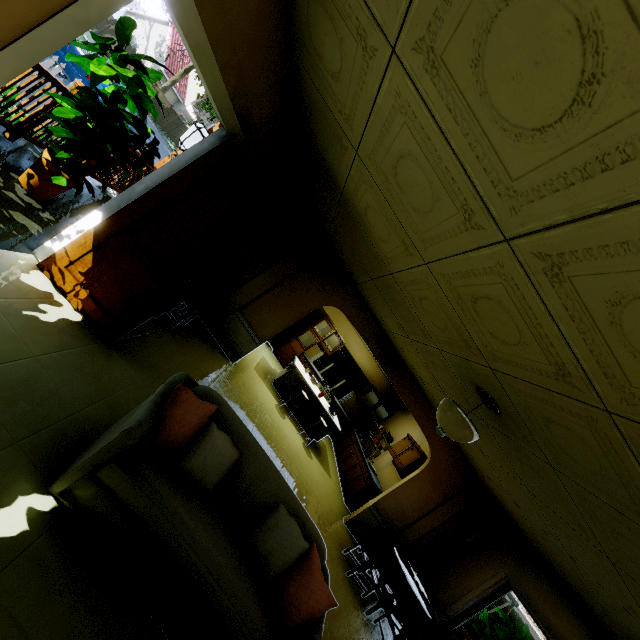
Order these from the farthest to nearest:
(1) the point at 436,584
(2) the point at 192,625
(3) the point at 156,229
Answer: (1) the point at 436,584, (3) the point at 156,229, (2) the point at 192,625

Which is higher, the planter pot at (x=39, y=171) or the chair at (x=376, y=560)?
the chair at (x=376, y=560)

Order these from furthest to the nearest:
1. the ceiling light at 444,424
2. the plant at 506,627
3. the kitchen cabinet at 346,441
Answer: the kitchen cabinet at 346,441 < the plant at 506,627 < the ceiling light at 444,424

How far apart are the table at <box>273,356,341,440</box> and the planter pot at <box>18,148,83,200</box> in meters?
5.4 m

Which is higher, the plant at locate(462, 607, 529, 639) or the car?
the plant at locate(462, 607, 529, 639)

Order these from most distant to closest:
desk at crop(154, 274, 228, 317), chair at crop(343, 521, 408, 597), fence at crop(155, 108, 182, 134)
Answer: fence at crop(155, 108, 182, 134) < chair at crop(343, 521, 408, 597) < desk at crop(154, 274, 228, 317)

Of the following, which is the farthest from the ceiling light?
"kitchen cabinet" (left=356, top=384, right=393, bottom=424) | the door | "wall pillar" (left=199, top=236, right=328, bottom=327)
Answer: "kitchen cabinet" (left=356, top=384, right=393, bottom=424)

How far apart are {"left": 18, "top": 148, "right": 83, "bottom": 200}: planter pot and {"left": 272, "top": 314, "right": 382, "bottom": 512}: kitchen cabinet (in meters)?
7.46
